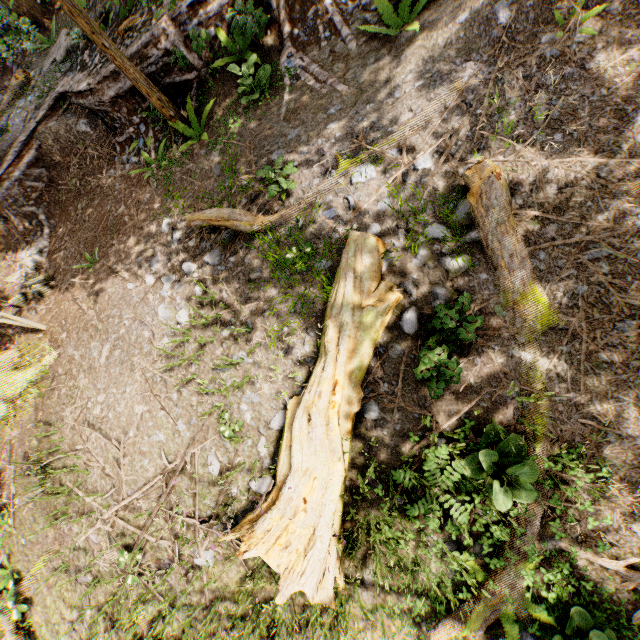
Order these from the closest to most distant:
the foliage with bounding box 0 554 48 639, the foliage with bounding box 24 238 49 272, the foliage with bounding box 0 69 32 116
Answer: the foliage with bounding box 0 554 48 639 → the foliage with bounding box 24 238 49 272 → the foliage with bounding box 0 69 32 116

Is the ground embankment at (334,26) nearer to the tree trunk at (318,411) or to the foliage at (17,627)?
the foliage at (17,627)

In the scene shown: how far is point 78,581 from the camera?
6.4m

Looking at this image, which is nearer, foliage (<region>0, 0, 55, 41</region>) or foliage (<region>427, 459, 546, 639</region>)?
foliage (<region>427, 459, 546, 639</region>)

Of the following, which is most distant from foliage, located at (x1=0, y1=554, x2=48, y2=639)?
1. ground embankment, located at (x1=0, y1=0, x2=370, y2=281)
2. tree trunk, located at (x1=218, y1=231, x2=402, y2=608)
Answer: tree trunk, located at (x1=218, y1=231, x2=402, y2=608)

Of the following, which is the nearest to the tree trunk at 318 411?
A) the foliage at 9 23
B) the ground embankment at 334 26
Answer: the ground embankment at 334 26

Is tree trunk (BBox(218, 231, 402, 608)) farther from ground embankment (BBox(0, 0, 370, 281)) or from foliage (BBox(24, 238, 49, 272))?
foliage (BBox(24, 238, 49, 272))

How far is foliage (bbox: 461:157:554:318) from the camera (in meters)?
4.22
